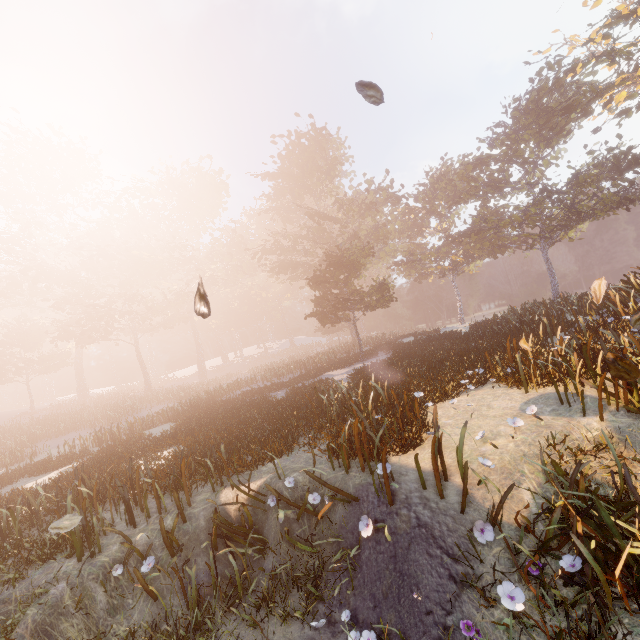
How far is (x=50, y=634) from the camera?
4.7m
